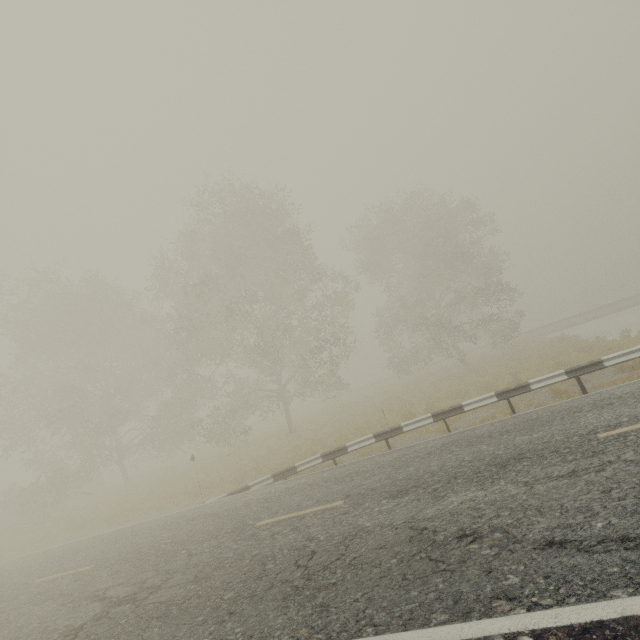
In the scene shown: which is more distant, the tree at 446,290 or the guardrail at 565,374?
the tree at 446,290

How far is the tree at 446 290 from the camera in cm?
2402

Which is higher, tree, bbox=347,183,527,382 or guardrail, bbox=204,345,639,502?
tree, bbox=347,183,527,382

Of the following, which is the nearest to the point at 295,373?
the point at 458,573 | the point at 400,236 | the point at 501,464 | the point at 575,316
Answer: the point at 400,236

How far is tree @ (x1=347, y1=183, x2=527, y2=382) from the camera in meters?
24.0 m

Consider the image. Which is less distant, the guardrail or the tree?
the guardrail
